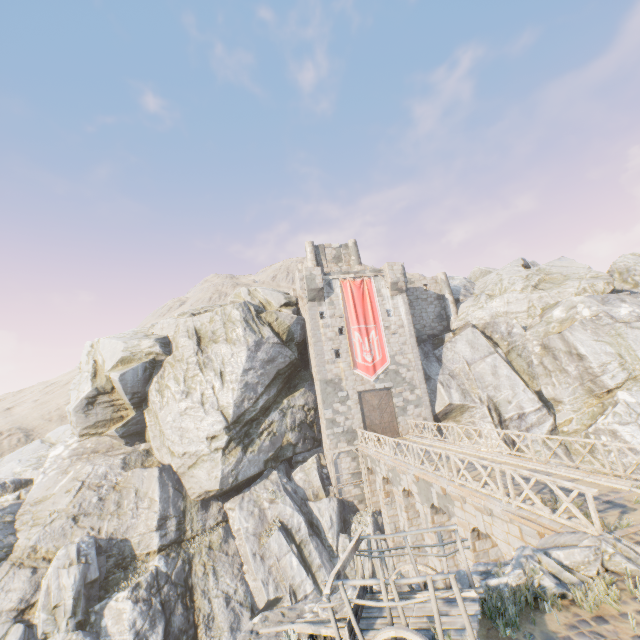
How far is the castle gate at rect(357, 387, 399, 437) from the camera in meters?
25.5 m

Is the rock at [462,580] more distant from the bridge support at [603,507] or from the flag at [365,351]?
the flag at [365,351]

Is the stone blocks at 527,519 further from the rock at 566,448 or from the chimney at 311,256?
the chimney at 311,256

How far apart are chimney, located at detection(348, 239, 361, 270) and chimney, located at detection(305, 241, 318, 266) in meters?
3.2 m

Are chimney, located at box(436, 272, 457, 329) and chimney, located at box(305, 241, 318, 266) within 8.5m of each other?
no

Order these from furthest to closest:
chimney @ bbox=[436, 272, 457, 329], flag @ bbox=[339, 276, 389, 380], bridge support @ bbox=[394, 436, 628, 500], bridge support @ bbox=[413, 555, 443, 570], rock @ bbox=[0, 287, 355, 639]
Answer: chimney @ bbox=[436, 272, 457, 329]
flag @ bbox=[339, 276, 389, 380]
rock @ bbox=[0, 287, 355, 639]
bridge support @ bbox=[413, 555, 443, 570]
bridge support @ bbox=[394, 436, 628, 500]

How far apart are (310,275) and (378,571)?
21.0 meters

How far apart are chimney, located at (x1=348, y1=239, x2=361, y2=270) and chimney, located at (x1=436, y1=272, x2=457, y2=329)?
7.3m
